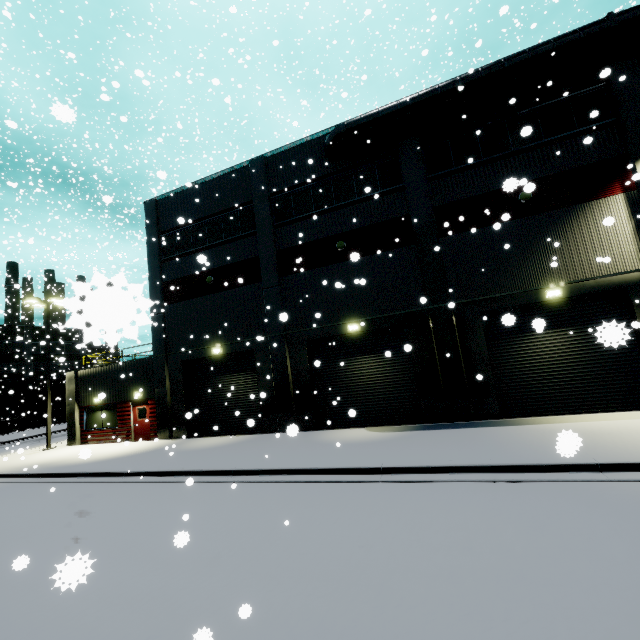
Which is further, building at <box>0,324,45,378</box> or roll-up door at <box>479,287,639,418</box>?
building at <box>0,324,45,378</box>

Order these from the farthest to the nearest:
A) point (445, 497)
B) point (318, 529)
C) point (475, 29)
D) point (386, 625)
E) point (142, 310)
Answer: point (475, 29) < point (445, 497) < point (318, 529) < point (386, 625) < point (142, 310)

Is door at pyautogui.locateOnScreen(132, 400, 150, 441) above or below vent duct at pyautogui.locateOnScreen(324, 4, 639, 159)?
below

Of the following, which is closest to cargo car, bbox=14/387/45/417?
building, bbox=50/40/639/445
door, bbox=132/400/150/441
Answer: building, bbox=50/40/639/445

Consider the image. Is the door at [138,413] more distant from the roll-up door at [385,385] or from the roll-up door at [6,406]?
the roll-up door at [6,406]

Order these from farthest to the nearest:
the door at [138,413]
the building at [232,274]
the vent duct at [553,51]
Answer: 1. the door at [138,413]
2. the building at [232,274]
3. the vent duct at [553,51]

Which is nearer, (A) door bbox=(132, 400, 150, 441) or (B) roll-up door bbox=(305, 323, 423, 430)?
(B) roll-up door bbox=(305, 323, 423, 430)

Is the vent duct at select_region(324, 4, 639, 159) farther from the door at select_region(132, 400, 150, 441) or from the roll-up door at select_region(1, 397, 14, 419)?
the roll-up door at select_region(1, 397, 14, 419)
